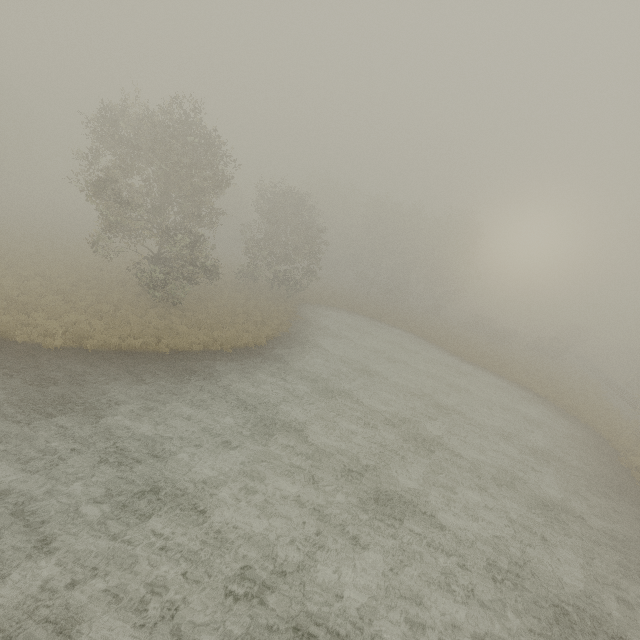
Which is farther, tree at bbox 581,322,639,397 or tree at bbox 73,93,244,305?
tree at bbox 581,322,639,397

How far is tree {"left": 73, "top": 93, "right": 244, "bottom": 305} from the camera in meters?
18.5 m

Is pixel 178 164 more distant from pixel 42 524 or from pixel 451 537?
pixel 451 537

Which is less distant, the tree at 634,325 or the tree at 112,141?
the tree at 112,141

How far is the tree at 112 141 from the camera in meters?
18.5 m
